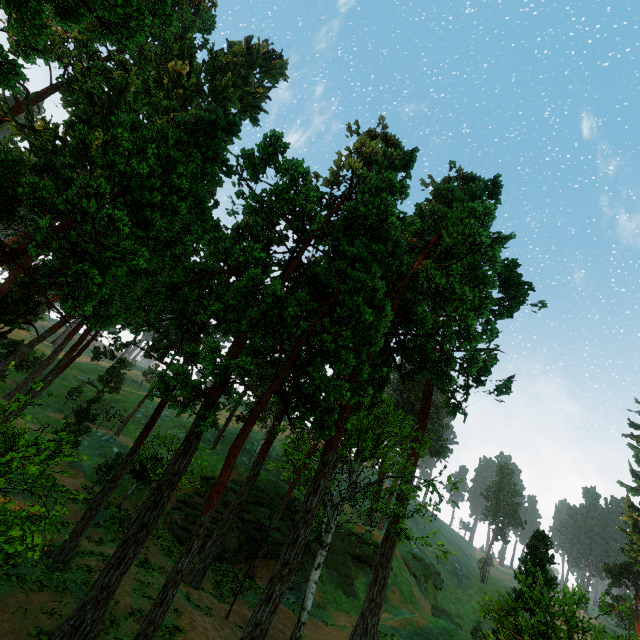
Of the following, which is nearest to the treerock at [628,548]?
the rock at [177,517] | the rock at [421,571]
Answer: the rock at [177,517]

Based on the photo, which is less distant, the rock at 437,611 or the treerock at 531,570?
the treerock at 531,570

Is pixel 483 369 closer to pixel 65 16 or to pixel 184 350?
pixel 184 350

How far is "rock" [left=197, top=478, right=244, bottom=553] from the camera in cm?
2878

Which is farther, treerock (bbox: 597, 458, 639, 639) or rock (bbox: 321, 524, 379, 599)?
rock (bbox: 321, 524, 379, 599)

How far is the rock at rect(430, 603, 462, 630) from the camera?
44.69m
